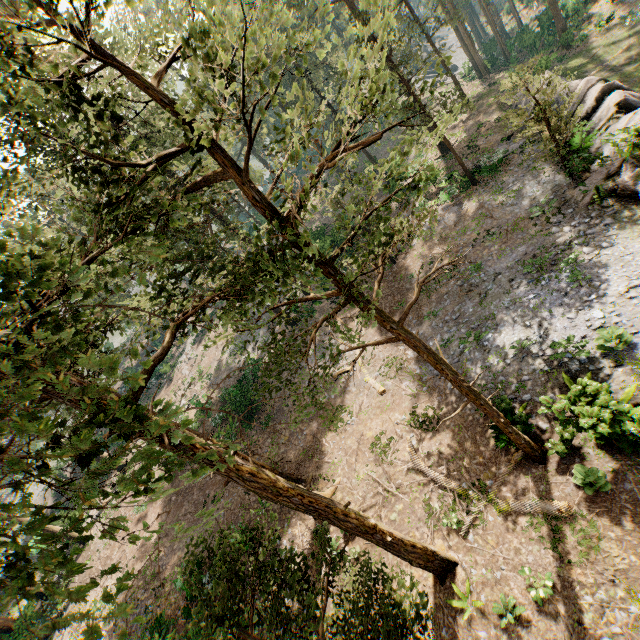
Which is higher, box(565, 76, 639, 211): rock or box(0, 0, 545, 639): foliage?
box(0, 0, 545, 639): foliage

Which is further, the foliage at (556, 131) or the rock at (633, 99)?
the foliage at (556, 131)

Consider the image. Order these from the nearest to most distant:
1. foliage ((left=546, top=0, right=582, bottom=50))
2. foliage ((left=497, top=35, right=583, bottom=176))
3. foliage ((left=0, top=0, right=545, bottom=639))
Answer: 1. foliage ((left=0, top=0, right=545, bottom=639))
2. foliage ((left=497, top=35, right=583, bottom=176))
3. foliage ((left=546, top=0, right=582, bottom=50))

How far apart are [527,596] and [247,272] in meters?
12.6

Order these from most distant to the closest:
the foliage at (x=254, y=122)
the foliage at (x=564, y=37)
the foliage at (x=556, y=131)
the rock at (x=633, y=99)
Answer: the foliage at (x=564, y=37)
the foliage at (x=556, y=131)
the rock at (x=633, y=99)
the foliage at (x=254, y=122)

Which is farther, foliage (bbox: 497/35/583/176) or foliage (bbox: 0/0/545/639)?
foliage (bbox: 497/35/583/176)

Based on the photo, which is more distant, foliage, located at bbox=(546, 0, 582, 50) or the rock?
foliage, located at bbox=(546, 0, 582, 50)

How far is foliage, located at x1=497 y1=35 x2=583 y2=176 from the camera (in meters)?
15.73
